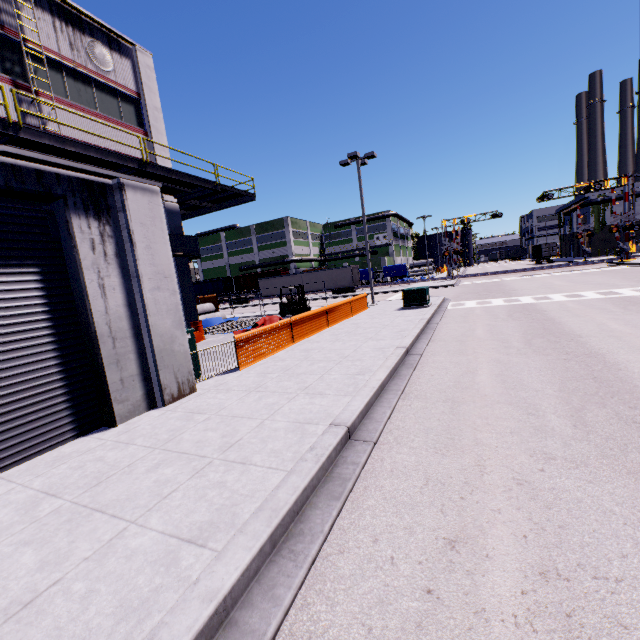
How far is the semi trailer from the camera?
42.1m

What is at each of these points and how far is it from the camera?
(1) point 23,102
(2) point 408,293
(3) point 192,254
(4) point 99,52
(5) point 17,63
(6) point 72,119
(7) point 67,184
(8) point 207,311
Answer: (1) building, 11.8m
(2) electrical box, 18.2m
(3) vent duct, 16.7m
(4) vent, 14.4m
(5) building, 11.8m
(6) building, 13.3m
(7) building, 5.8m
(8) concrete pipe, 24.3m

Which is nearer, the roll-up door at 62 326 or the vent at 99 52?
the roll-up door at 62 326

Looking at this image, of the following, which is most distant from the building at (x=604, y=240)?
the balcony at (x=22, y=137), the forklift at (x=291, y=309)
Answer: the forklift at (x=291, y=309)

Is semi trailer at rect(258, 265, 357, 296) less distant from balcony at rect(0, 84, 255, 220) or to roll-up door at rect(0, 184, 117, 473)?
roll-up door at rect(0, 184, 117, 473)

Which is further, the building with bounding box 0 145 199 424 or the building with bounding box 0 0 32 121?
the building with bounding box 0 0 32 121

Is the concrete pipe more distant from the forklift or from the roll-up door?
the roll-up door

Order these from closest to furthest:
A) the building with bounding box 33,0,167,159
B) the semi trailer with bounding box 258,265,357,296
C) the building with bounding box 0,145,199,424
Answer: the building with bounding box 0,145,199,424
the building with bounding box 33,0,167,159
the semi trailer with bounding box 258,265,357,296
